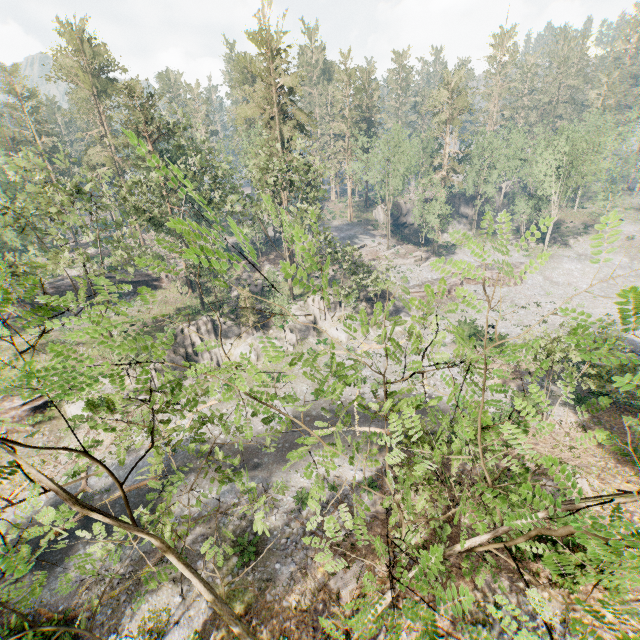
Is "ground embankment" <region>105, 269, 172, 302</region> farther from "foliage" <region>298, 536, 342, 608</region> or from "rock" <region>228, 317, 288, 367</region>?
"rock" <region>228, 317, 288, 367</region>

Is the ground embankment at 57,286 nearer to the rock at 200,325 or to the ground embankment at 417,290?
the rock at 200,325

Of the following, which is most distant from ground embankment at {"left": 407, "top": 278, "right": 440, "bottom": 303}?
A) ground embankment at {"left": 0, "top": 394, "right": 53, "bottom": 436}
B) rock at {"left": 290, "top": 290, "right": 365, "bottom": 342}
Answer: ground embankment at {"left": 0, "top": 394, "right": 53, "bottom": 436}

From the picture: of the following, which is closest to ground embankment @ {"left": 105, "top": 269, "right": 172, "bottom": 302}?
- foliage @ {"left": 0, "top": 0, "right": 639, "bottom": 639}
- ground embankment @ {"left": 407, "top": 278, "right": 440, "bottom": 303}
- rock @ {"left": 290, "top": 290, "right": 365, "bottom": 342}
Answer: foliage @ {"left": 0, "top": 0, "right": 639, "bottom": 639}

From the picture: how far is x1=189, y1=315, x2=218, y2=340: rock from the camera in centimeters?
3659cm

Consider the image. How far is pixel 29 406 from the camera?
28.0 meters

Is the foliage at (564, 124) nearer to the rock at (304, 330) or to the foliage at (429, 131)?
the rock at (304, 330)

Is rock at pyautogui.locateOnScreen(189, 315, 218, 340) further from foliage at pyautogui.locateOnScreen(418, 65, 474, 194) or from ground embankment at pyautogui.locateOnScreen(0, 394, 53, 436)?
foliage at pyautogui.locateOnScreen(418, 65, 474, 194)
